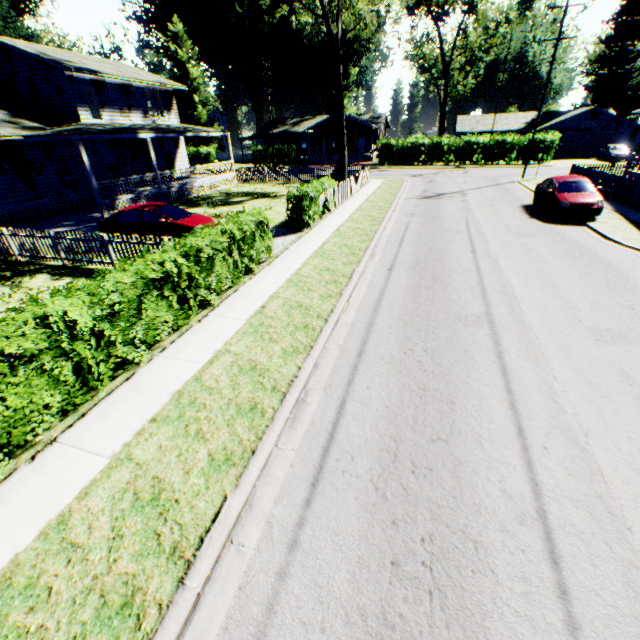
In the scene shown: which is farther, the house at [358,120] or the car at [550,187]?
the house at [358,120]

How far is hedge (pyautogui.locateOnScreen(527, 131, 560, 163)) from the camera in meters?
36.3 m

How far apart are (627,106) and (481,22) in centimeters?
2973cm

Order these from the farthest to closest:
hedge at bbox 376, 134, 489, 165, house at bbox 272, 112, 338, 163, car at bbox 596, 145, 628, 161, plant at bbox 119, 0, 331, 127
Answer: house at bbox 272, 112, 338, 163
plant at bbox 119, 0, 331, 127
hedge at bbox 376, 134, 489, 165
car at bbox 596, 145, 628, 161

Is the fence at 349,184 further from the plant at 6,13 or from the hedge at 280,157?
the hedge at 280,157

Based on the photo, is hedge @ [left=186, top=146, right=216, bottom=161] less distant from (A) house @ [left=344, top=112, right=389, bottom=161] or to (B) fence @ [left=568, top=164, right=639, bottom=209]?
(A) house @ [left=344, top=112, right=389, bottom=161]

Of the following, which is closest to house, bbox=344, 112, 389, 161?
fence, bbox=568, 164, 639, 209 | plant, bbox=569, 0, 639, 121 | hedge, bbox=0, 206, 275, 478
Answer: fence, bbox=568, 164, 639, 209

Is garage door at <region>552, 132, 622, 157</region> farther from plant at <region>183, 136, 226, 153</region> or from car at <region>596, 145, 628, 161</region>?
plant at <region>183, 136, 226, 153</region>
